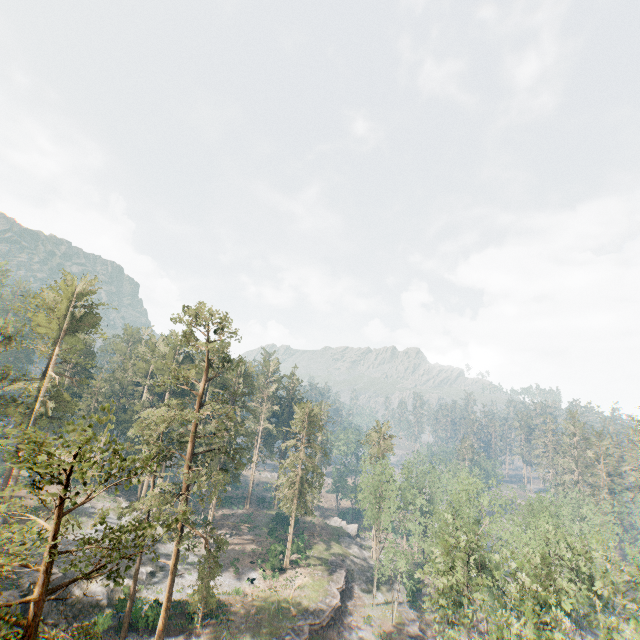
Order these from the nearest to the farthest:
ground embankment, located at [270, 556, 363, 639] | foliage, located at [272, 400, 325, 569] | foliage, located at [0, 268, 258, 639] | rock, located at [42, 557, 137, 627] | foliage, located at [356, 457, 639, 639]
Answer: foliage, located at [0, 268, 258, 639] < foliage, located at [356, 457, 639, 639] < rock, located at [42, 557, 137, 627] < ground embankment, located at [270, 556, 363, 639] < foliage, located at [272, 400, 325, 569]

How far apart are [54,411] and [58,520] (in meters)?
41.12

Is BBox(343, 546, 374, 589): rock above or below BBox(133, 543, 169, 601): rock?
below

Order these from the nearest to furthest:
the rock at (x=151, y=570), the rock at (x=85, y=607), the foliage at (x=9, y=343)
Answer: the rock at (x=85, y=607), the foliage at (x=9, y=343), the rock at (x=151, y=570)

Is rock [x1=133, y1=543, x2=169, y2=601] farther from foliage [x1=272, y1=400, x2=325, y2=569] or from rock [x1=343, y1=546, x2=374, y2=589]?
rock [x1=343, y1=546, x2=374, y2=589]

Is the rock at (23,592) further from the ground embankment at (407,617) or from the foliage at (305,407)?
the ground embankment at (407,617)

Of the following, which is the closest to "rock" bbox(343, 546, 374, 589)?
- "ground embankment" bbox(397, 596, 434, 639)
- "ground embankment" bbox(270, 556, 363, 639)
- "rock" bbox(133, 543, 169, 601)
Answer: "ground embankment" bbox(270, 556, 363, 639)

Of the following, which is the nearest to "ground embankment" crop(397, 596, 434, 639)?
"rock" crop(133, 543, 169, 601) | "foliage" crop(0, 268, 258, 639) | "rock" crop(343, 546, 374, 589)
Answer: "foliage" crop(0, 268, 258, 639)
